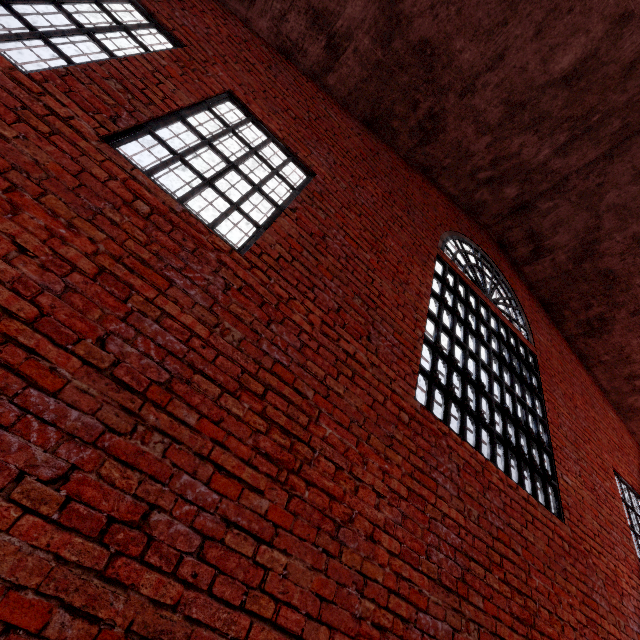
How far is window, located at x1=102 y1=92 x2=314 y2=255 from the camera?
2.8m

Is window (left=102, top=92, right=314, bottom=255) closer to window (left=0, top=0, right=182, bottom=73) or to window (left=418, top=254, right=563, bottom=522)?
window (left=0, top=0, right=182, bottom=73)

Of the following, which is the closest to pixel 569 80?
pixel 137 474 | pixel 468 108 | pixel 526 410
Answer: pixel 468 108

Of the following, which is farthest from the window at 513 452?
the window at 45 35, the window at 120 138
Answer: the window at 45 35

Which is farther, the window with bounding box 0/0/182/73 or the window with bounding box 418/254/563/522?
the window with bounding box 418/254/563/522

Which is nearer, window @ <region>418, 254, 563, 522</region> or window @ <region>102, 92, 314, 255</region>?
window @ <region>102, 92, 314, 255</region>

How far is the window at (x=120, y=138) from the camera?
2.8m

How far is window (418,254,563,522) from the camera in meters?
4.0
